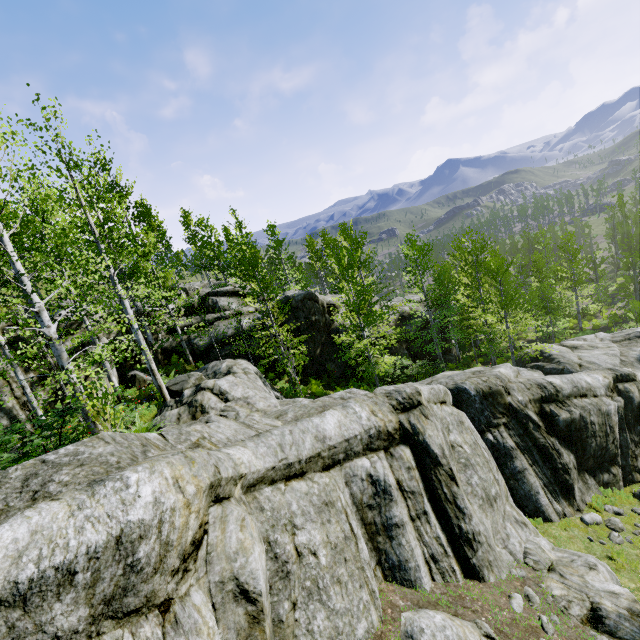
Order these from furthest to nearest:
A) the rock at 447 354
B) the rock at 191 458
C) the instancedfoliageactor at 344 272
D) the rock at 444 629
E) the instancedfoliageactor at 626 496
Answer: the rock at 447 354
the instancedfoliageactor at 626 496
the instancedfoliageactor at 344 272
the rock at 444 629
the rock at 191 458

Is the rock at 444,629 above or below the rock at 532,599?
above

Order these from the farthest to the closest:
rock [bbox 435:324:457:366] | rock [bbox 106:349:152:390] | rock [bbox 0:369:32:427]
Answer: rock [bbox 435:324:457:366] < rock [bbox 106:349:152:390] < rock [bbox 0:369:32:427]

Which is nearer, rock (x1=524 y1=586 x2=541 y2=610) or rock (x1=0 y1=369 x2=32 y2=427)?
rock (x1=524 y1=586 x2=541 y2=610)

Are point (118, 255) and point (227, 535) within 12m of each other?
yes

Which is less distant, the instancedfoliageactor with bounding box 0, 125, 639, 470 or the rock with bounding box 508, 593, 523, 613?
the rock with bounding box 508, 593, 523, 613

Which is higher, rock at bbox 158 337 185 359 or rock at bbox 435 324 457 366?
rock at bbox 158 337 185 359

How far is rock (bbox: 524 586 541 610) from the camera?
7.3 meters
